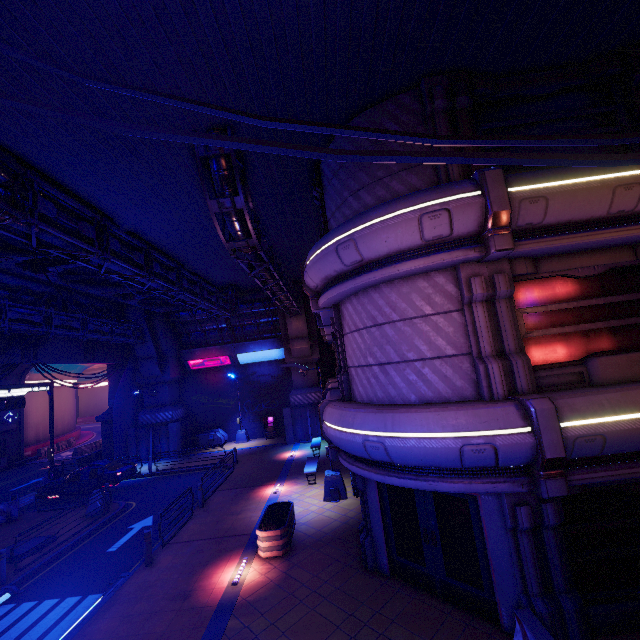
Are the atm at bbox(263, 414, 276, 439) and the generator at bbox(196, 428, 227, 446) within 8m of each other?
yes

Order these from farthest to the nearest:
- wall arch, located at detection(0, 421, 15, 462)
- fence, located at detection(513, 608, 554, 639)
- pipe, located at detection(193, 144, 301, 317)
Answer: wall arch, located at detection(0, 421, 15, 462)
pipe, located at detection(193, 144, 301, 317)
fence, located at detection(513, 608, 554, 639)

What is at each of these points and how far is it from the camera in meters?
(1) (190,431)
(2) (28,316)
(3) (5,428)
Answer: (1) pillar, 28.7 m
(2) pipe, 16.1 m
(3) wall arch, 32.0 m

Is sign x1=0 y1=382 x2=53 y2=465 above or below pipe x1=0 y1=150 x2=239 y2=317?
below

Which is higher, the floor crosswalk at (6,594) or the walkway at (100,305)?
the walkway at (100,305)

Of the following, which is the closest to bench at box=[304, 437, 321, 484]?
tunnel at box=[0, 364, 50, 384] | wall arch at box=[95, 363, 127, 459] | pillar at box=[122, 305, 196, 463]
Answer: pillar at box=[122, 305, 196, 463]

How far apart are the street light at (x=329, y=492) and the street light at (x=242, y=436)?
14.9 meters

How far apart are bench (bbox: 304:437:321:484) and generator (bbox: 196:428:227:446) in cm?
1235
